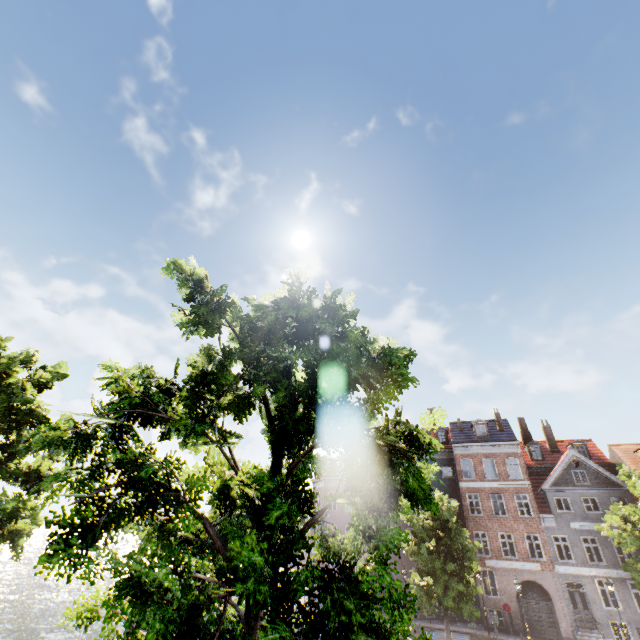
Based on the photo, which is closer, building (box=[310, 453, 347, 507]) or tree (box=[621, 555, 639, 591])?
tree (box=[621, 555, 639, 591])

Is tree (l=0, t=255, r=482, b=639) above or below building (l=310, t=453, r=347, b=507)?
below

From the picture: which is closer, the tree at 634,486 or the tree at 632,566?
the tree at 632,566

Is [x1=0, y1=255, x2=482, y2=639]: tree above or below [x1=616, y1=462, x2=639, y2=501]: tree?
below

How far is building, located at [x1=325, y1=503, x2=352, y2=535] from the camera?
32.62m

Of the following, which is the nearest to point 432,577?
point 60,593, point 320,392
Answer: point 320,392

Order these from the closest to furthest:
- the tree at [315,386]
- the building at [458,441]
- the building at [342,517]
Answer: the tree at [315,386]
the building at [458,441]
the building at [342,517]
